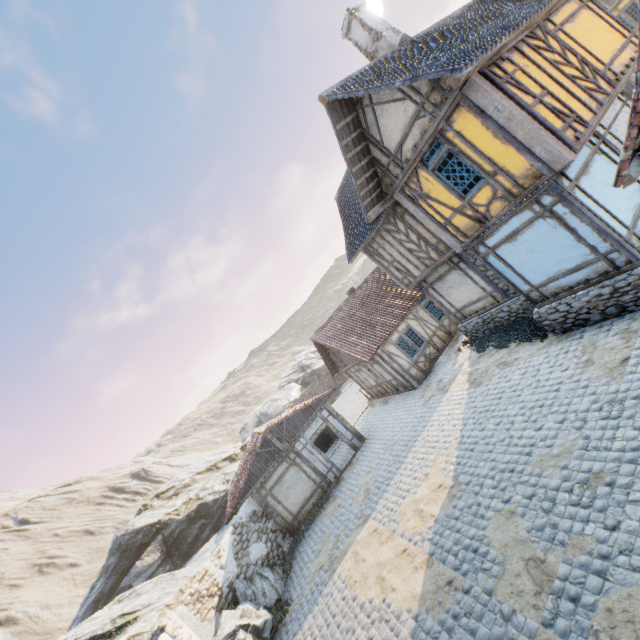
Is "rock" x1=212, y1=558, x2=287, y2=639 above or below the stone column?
below

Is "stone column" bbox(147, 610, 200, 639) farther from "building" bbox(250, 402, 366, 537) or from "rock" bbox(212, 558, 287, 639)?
"building" bbox(250, 402, 366, 537)

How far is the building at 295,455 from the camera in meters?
15.4

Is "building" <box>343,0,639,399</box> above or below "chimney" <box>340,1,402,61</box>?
below

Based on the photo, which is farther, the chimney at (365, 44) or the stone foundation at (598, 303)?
the chimney at (365, 44)

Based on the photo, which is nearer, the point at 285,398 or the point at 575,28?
the point at 575,28

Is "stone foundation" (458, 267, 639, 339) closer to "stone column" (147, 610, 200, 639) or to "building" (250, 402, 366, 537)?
"building" (250, 402, 366, 537)

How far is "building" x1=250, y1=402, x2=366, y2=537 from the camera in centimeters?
1541cm
